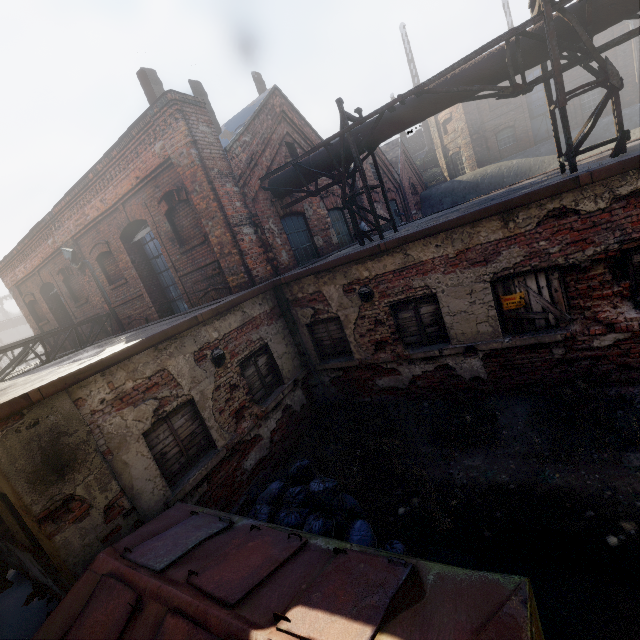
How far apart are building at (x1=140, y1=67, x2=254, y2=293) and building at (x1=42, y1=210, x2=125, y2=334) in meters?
5.8

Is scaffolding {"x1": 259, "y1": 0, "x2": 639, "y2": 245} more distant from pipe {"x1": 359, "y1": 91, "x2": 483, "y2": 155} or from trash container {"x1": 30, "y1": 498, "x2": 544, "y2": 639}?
trash container {"x1": 30, "y1": 498, "x2": 544, "y2": 639}

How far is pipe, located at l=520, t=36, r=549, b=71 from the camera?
5.8m

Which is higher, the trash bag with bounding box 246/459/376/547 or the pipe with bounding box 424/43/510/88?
the pipe with bounding box 424/43/510/88

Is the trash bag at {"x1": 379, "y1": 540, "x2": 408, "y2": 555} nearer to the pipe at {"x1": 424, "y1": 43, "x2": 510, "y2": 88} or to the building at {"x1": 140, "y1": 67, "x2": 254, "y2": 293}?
the building at {"x1": 140, "y1": 67, "x2": 254, "y2": 293}

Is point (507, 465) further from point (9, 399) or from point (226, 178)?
point (226, 178)

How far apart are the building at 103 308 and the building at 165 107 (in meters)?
5.78

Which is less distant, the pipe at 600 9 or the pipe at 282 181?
the pipe at 600 9
